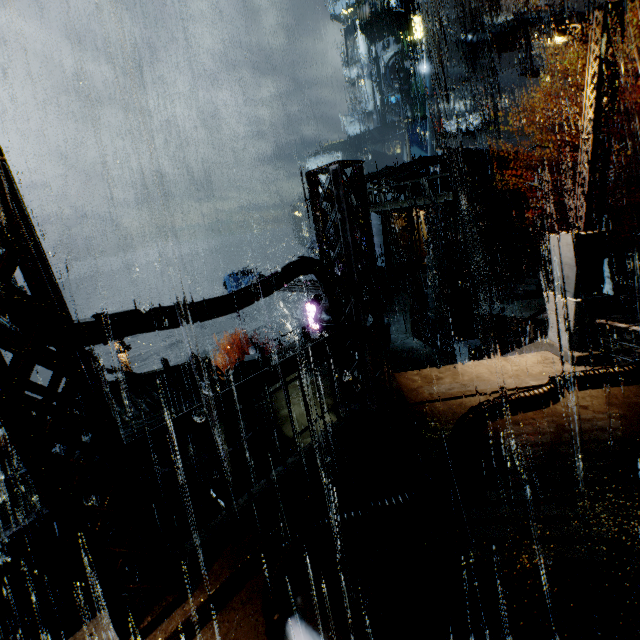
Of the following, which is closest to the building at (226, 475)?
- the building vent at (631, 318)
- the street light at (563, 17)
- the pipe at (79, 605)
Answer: the pipe at (79, 605)

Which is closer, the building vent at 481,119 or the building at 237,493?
the building at 237,493

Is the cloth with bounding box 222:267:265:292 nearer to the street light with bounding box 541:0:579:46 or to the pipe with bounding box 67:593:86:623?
the pipe with bounding box 67:593:86:623

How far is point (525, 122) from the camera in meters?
33.5

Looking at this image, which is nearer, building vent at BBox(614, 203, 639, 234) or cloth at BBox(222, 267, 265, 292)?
building vent at BBox(614, 203, 639, 234)

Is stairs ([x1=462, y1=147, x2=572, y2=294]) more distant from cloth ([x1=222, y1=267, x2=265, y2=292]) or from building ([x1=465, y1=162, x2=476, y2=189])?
cloth ([x1=222, y1=267, x2=265, y2=292])

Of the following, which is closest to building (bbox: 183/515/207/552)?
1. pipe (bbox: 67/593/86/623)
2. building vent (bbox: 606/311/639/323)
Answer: pipe (bbox: 67/593/86/623)

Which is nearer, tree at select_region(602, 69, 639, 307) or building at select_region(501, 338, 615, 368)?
building at select_region(501, 338, 615, 368)
